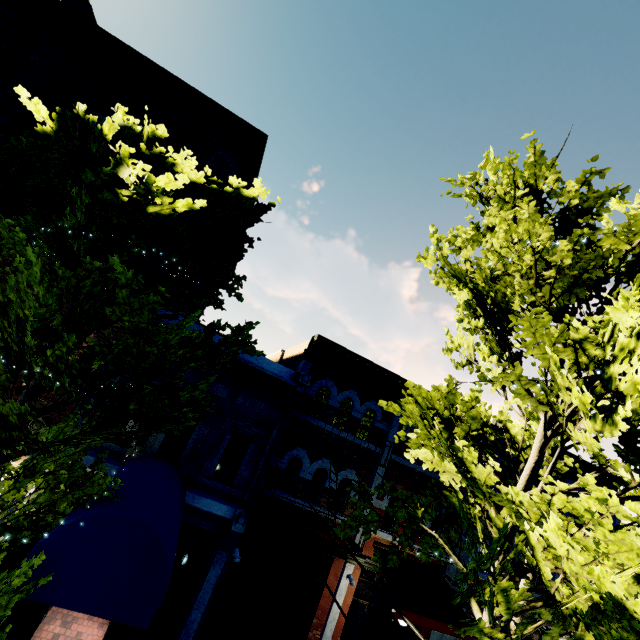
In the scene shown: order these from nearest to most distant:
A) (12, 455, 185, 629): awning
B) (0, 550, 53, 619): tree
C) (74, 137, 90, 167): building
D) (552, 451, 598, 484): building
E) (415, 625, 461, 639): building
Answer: (0, 550, 53, 619): tree < (12, 455, 185, 629): awning < (74, 137, 90, 167): building < (415, 625, 461, 639): building < (552, 451, 598, 484): building

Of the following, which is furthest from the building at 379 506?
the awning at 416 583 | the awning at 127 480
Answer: the awning at 416 583

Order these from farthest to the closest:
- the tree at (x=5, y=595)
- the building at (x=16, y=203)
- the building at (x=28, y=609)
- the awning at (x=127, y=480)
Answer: the building at (x=16, y=203) < the building at (x=28, y=609) < the awning at (x=127, y=480) < the tree at (x=5, y=595)

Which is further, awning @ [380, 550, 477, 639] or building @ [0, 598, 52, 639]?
awning @ [380, 550, 477, 639]

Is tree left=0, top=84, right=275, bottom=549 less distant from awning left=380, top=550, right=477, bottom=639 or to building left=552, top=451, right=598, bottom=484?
building left=552, top=451, right=598, bottom=484

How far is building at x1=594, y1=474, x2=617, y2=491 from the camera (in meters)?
14.01

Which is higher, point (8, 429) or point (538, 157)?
point (538, 157)
